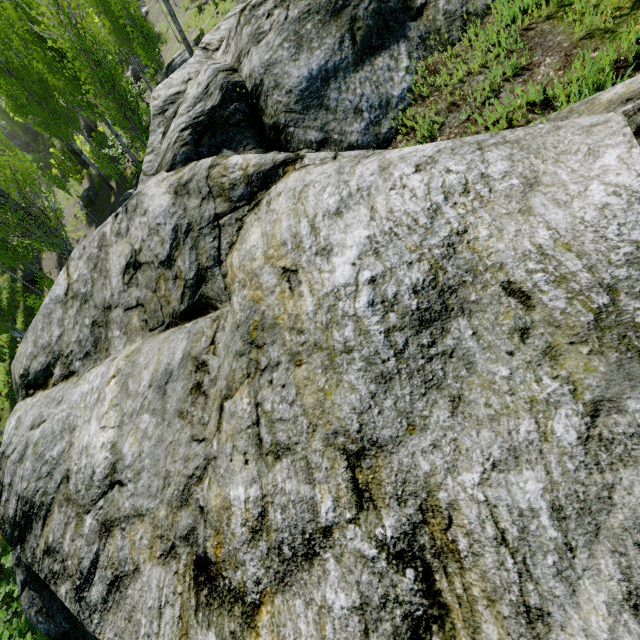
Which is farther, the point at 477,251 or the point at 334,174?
the point at 334,174

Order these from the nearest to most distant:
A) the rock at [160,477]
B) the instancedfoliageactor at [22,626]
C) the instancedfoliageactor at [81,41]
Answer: the rock at [160,477], the instancedfoliageactor at [22,626], the instancedfoliageactor at [81,41]

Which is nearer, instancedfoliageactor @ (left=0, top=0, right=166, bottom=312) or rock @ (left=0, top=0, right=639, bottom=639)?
rock @ (left=0, top=0, right=639, bottom=639)

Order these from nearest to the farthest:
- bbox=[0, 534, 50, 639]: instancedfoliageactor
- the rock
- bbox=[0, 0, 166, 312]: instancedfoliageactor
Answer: the rock → bbox=[0, 534, 50, 639]: instancedfoliageactor → bbox=[0, 0, 166, 312]: instancedfoliageactor

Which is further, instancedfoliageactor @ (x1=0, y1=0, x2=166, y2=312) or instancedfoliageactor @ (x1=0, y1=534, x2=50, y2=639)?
instancedfoliageactor @ (x1=0, y1=0, x2=166, y2=312)

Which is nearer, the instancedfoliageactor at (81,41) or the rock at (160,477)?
the rock at (160,477)

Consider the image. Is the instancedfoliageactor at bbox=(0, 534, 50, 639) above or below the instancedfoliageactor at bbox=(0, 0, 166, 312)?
below
